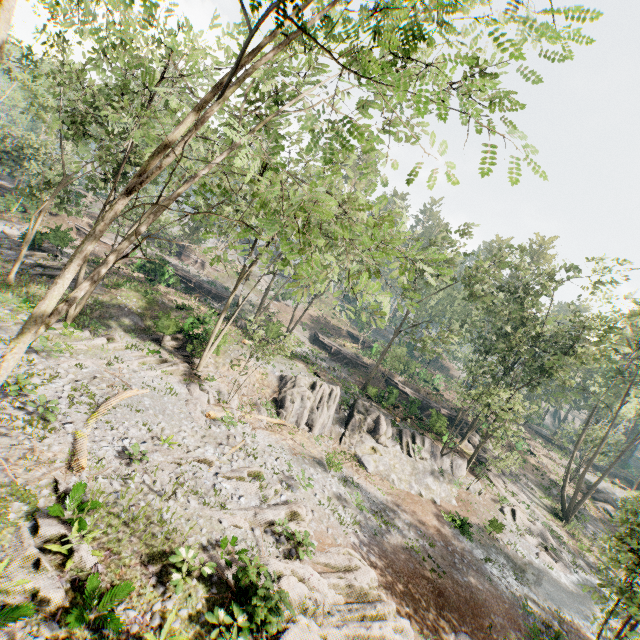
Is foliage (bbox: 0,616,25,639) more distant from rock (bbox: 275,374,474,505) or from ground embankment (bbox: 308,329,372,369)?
ground embankment (bbox: 308,329,372,369)

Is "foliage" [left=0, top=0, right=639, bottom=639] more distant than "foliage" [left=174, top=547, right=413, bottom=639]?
No

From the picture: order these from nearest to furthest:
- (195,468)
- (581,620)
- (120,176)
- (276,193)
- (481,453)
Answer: (276,193), (195,468), (581,620), (120,176), (481,453)

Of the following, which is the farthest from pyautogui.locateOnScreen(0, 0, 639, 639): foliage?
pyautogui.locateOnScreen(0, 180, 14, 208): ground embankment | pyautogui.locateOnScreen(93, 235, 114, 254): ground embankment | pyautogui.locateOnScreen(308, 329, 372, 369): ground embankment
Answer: pyautogui.locateOnScreen(308, 329, 372, 369): ground embankment

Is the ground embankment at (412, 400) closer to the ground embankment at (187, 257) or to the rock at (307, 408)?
the rock at (307, 408)

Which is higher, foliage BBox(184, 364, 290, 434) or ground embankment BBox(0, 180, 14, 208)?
ground embankment BBox(0, 180, 14, 208)

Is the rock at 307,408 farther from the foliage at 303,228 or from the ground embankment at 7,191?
the ground embankment at 7,191

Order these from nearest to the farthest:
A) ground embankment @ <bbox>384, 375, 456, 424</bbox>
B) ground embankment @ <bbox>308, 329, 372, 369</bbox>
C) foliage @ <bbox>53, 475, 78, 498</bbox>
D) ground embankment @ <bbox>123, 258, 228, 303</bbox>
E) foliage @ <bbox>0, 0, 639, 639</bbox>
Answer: foliage @ <bbox>0, 0, 639, 639</bbox>
foliage @ <bbox>53, 475, 78, 498</bbox>
ground embankment @ <bbox>384, 375, 456, 424</bbox>
ground embankment @ <bbox>123, 258, 228, 303</bbox>
ground embankment @ <bbox>308, 329, 372, 369</bbox>
